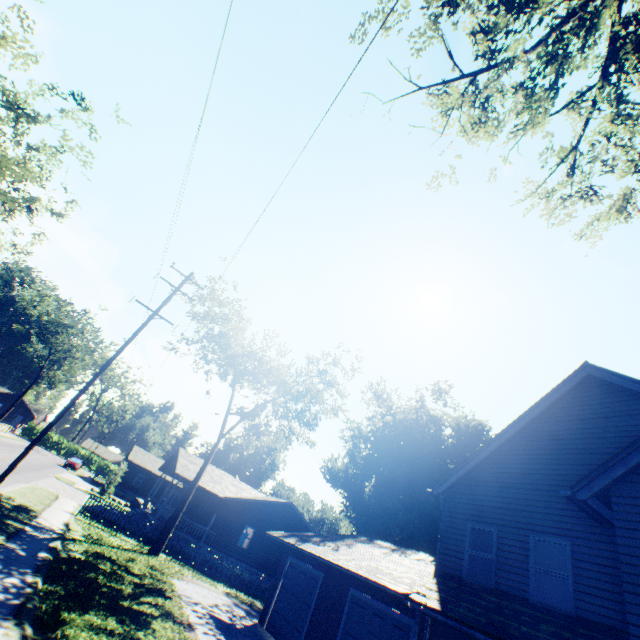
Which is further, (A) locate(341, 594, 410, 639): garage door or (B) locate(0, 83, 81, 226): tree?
(B) locate(0, 83, 81, 226): tree

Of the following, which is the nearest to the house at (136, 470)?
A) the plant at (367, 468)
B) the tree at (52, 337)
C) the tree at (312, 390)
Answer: the plant at (367, 468)

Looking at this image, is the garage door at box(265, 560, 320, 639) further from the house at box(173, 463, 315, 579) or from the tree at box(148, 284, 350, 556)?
the house at box(173, 463, 315, 579)

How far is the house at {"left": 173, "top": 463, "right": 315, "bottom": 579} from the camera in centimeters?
2658cm

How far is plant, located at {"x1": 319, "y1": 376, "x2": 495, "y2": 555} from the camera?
37.25m

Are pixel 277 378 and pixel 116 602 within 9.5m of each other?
no

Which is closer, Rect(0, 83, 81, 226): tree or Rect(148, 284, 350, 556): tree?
Rect(0, 83, 81, 226): tree

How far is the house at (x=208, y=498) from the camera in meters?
26.6
